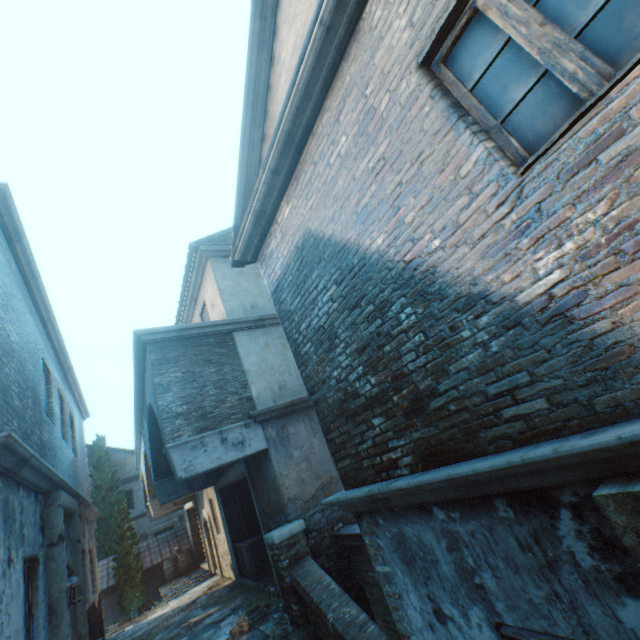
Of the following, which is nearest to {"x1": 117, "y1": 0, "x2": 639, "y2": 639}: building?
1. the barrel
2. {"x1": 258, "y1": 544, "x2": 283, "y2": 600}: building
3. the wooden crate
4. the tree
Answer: the tree

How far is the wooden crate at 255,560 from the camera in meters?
9.6 m

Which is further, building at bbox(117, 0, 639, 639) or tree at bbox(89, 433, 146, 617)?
tree at bbox(89, 433, 146, 617)

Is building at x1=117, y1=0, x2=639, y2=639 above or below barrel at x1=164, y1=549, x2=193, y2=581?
above

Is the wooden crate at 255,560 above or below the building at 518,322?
below

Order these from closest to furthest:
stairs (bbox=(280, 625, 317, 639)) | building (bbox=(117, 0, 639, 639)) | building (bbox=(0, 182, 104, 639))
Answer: building (bbox=(117, 0, 639, 639)), building (bbox=(0, 182, 104, 639)), stairs (bbox=(280, 625, 317, 639))

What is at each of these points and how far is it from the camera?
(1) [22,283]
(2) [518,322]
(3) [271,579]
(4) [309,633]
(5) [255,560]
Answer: (1) building, 6.31m
(2) building, 2.12m
(3) building, 9.01m
(4) stairs, 5.62m
(5) wooden crate, 9.70m

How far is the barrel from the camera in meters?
17.0 m
